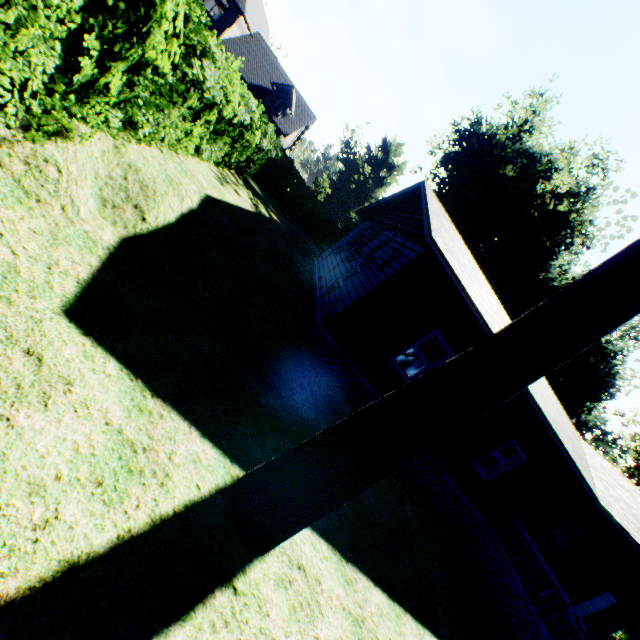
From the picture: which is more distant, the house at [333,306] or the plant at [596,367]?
the plant at [596,367]

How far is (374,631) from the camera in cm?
464

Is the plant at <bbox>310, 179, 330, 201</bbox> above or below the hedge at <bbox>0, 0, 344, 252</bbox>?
above

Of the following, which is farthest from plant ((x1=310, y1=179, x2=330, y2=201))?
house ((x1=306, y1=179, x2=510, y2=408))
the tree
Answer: the tree

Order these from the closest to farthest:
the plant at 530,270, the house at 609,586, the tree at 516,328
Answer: the tree at 516,328 < the house at 609,586 < the plant at 530,270

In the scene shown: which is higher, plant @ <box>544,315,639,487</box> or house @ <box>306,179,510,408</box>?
plant @ <box>544,315,639,487</box>

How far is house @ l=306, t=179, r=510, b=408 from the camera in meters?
8.4 m

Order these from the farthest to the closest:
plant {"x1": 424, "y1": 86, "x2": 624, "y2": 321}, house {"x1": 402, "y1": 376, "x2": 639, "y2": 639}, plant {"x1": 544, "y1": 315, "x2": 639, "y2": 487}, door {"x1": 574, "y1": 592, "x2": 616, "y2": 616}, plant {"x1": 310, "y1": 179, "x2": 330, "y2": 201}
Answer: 1. plant {"x1": 310, "y1": 179, "x2": 330, "y2": 201}
2. plant {"x1": 544, "y1": 315, "x2": 639, "y2": 487}
3. plant {"x1": 424, "y1": 86, "x2": 624, "y2": 321}
4. door {"x1": 574, "y1": 592, "x2": 616, "y2": 616}
5. house {"x1": 402, "y1": 376, "x2": 639, "y2": 639}
